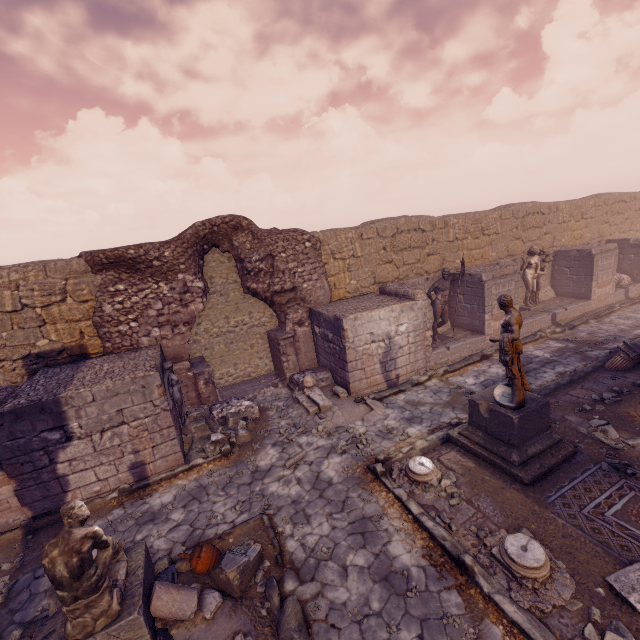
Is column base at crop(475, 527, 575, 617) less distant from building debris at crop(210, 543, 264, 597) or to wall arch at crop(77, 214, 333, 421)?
building debris at crop(210, 543, 264, 597)

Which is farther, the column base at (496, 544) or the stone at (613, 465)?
the stone at (613, 465)

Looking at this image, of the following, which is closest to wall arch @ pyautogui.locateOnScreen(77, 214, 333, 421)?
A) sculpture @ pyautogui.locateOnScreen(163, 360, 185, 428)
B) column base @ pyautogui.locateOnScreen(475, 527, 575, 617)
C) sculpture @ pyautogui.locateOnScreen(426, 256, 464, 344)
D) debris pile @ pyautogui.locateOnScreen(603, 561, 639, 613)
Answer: sculpture @ pyautogui.locateOnScreen(163, 360, 185, 428)

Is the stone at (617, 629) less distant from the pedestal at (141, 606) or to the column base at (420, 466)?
the column base at (420, 466)

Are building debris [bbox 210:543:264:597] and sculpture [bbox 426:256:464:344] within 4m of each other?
no

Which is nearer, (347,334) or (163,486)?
(163,486)

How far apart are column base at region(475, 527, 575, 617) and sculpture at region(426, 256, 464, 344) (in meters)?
7.36

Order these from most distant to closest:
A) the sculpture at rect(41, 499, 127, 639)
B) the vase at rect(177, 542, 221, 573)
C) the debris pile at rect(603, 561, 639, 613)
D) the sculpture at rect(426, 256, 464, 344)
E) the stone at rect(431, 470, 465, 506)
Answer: the sculpture at rect(426, 256, 464, 344), the stone at rect(431, 470, 465, 506), the vase at rect(177, 542, 221, 573), the debris pile at rect(603, 561, 639, 613), the sculpture at rect(41, 499, 127, 639)
